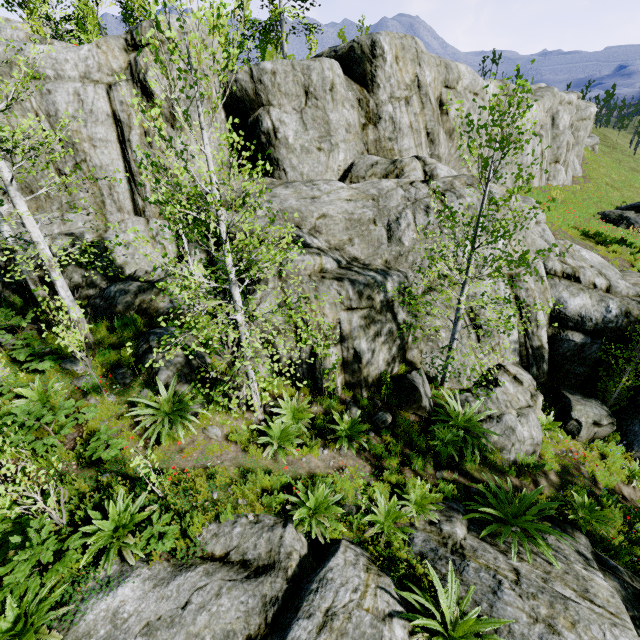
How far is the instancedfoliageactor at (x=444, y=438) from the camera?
6.3m

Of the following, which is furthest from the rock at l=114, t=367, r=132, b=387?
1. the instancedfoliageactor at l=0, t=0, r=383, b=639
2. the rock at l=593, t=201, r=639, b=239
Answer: the rock at l=593, t=201, r=639, b=239

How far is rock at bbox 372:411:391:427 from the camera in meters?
8.3 m

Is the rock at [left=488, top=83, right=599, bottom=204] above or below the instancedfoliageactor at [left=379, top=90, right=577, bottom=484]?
above

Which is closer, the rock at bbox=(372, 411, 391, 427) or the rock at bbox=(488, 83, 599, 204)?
the rock at bbox=(372, 411, 391, 427)

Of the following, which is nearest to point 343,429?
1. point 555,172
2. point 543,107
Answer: point 543,107

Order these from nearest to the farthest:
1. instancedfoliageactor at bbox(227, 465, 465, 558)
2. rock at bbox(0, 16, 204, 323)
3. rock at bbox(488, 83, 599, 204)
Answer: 1. instancedfoliageactor at bbox(227, 465, 465, 558)
2. rock at bbox(0, 16, 204, 323)
3. rock at bbox(488, 83, 599, 204)

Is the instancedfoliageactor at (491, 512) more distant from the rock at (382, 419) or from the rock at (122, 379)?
the rock at (382, 419)
